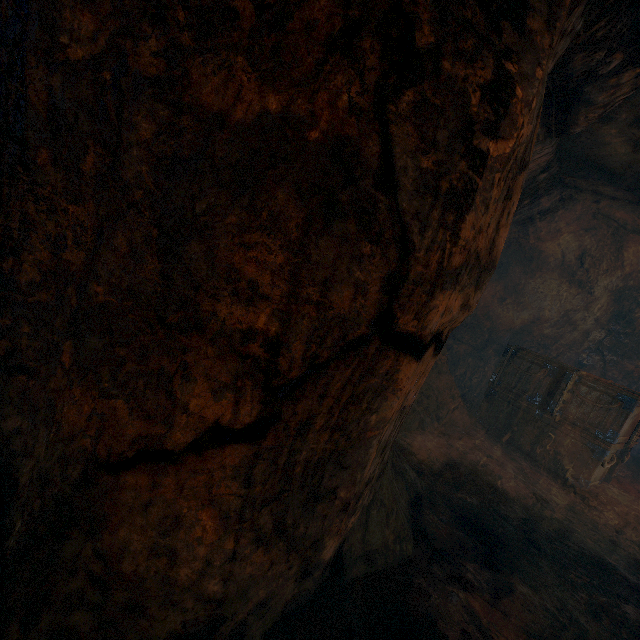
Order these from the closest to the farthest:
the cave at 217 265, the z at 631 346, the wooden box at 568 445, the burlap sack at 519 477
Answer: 1. the cave at 217 265
2. the burlap sack at 519 477
3. the wooden box at 568 445
4. the z at 631 346

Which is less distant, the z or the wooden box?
the wooden box

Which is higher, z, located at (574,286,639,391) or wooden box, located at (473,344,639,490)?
z, located at (574,286,639,391)

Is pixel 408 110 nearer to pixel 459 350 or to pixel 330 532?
pixel 330 532

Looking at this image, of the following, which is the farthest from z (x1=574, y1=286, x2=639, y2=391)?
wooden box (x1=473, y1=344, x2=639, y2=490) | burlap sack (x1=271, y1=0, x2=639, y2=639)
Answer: wooden box (x1=473, y1=344, x2=639, y2=490)

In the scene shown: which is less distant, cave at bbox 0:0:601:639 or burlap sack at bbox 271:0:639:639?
cave at bbox 0:0:601:639

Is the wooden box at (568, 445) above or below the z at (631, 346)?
below
